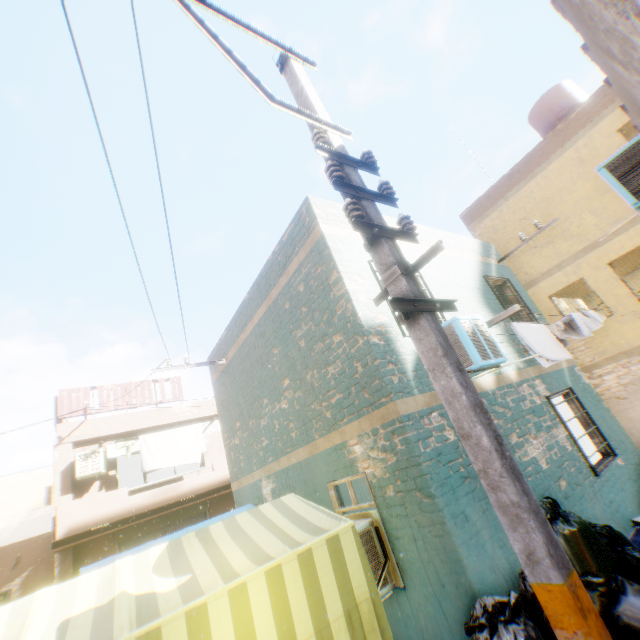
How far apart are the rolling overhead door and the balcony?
0.0 meters

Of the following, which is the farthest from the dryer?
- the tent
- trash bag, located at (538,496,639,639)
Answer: trash bag, located at (538,496,639,639)

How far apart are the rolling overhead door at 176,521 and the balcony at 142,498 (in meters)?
0.02

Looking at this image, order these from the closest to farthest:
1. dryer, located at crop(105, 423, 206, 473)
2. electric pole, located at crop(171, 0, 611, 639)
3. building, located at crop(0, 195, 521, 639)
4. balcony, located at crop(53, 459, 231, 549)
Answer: electric pole, located at crop(171, 0, 611, 639)
building, located at crop(0, 195, 521, 639)
balcony, located at crop(53, 459, 231, 549)
dryer, located at crop(105, 423, 206, 473)

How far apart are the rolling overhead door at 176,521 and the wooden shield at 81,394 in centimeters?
33cm

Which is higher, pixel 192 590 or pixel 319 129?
pixel 319 129

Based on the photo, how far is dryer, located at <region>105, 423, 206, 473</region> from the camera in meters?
12.1 m

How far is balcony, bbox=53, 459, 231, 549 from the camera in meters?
9.9 m
